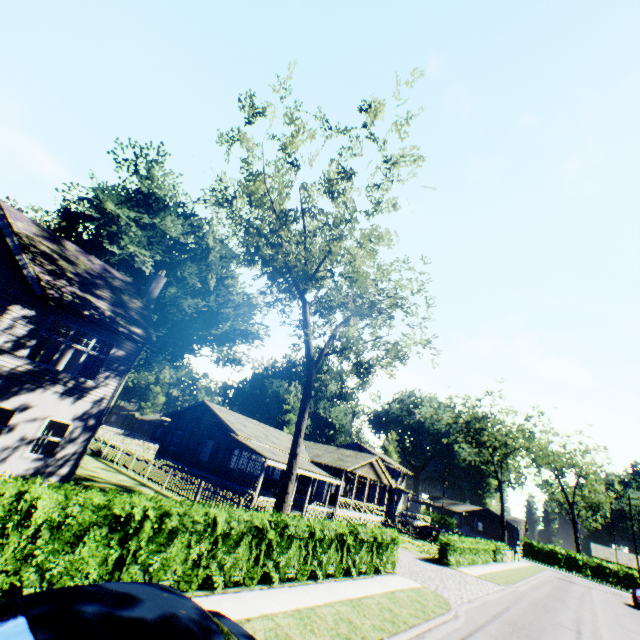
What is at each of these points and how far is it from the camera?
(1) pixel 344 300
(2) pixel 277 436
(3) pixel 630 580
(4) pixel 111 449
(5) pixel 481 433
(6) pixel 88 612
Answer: (1) tree, 29.14m
(2) flat, 33.75m
(3) hedge, 49.59m
(4) fence, 25.97m
(5) tree, 53.59m
(6) car, 2.93m

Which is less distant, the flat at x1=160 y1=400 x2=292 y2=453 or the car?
the car

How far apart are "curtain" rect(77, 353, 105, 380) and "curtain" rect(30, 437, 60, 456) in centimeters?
199cm

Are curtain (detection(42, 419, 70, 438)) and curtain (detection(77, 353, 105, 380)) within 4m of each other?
yes

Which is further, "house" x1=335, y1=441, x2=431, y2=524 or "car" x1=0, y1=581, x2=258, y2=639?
"house" x1=335, y1=441, x2=431, y2=524

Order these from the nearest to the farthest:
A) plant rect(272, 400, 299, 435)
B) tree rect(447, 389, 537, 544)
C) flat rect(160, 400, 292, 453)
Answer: flat rect(160, 400, 292, 453)
tree rect(447, 389, 537, 544)
plant rect(272, 400, 299, 435)

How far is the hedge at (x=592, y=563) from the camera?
51.31m

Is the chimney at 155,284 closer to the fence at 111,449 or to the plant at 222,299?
the fence at 111,449
